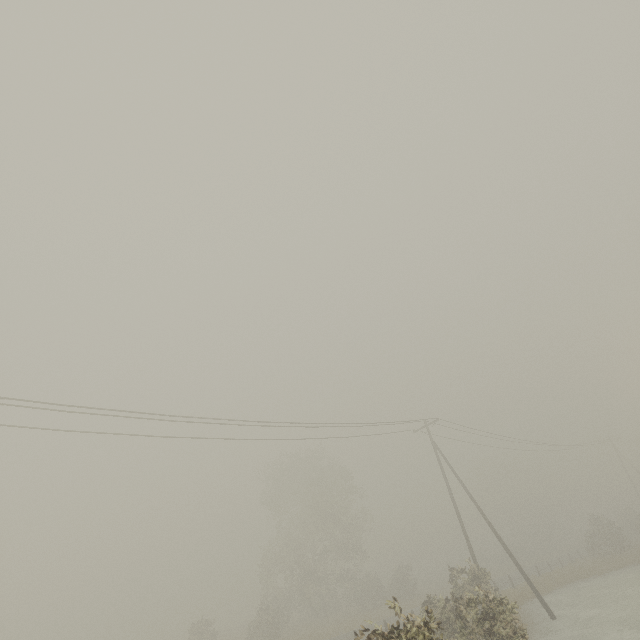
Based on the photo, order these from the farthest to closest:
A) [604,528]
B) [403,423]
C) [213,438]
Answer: [604,528] → [403,423] → [213,438]
